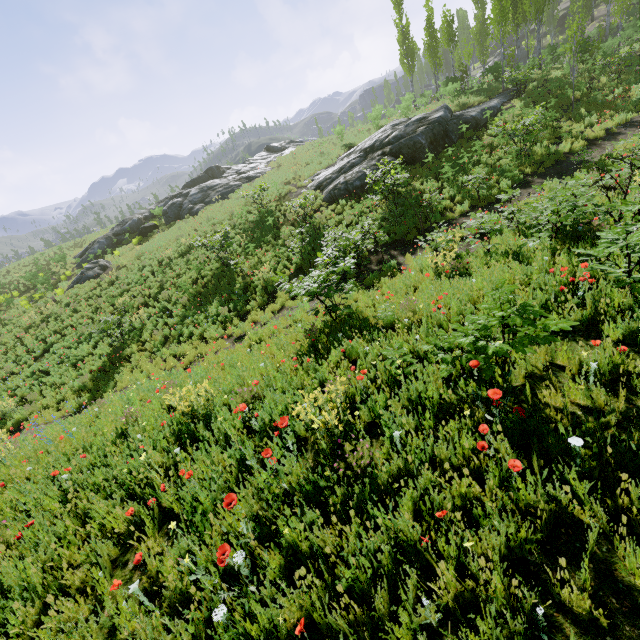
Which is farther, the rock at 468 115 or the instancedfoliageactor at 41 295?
the instancedfoliageactor at 41 295

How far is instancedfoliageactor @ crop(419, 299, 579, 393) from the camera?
3.26m

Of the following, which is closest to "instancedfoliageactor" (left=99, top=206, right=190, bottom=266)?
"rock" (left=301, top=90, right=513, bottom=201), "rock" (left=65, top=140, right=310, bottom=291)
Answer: "rock" (left=301, top=90, right=513, bottom=201)

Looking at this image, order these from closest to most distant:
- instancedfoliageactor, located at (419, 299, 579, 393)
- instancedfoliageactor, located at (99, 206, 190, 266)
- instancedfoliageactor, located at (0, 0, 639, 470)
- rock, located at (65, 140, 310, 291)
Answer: instancedfoliageactor, located at (419, 299, 579, 393)
instancedfoliageactor, located at (0, 0, 639, 470)
instancedfoliageactor, located at (99, 206, 190, 266)
rock, located at (65, 140, 310, 291)

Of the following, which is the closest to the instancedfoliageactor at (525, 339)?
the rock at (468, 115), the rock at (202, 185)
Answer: the rock at (468, 115)

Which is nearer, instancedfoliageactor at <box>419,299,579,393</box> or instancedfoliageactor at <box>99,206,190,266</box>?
instancedfoliageactor at <box>419,299,579,393</box>

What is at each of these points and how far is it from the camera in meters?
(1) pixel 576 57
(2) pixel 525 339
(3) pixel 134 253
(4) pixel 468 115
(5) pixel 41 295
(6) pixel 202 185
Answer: (1) instancedfoliageactor, 15.1
(2) instancedfoliageactor, 3.3
(3) instancedfoliageactor, 24.4
(4) rock, 18.7
(5) instancedfoliageactor, 23.2
(6) rock, 30.6

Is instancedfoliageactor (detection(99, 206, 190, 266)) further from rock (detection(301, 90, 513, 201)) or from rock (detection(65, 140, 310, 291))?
rock (detection(65, 140, 310, 291))
